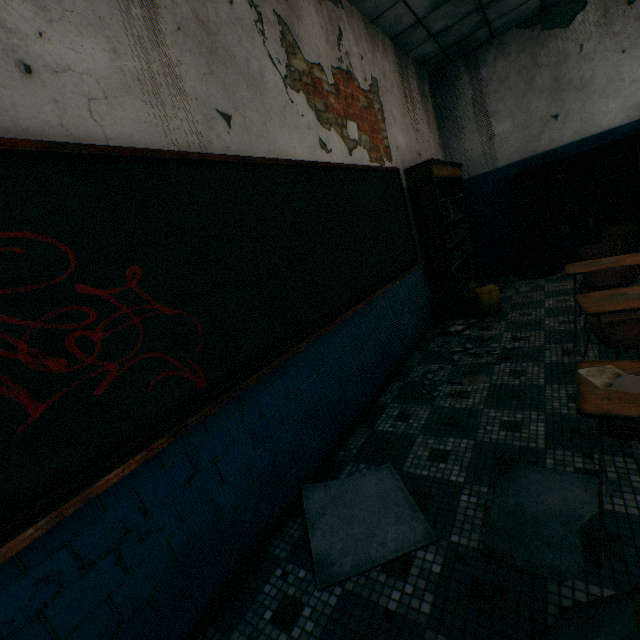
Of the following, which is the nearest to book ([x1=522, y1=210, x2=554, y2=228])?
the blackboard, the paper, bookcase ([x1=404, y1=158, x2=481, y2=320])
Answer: bookcase ([x1=404, y1=158, x2=481, y2=320])

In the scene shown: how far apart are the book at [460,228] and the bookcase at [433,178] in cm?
1

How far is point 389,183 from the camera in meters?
3.9

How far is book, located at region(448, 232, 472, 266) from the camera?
4.8m

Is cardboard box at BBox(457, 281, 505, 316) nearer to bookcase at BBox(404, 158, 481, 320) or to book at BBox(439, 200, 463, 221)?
bookcase at BBox(404, 158, 481, 320)

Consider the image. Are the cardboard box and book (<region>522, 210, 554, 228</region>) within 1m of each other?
no

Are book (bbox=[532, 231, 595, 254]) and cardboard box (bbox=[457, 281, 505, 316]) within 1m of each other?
no

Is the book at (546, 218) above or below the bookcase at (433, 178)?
above
